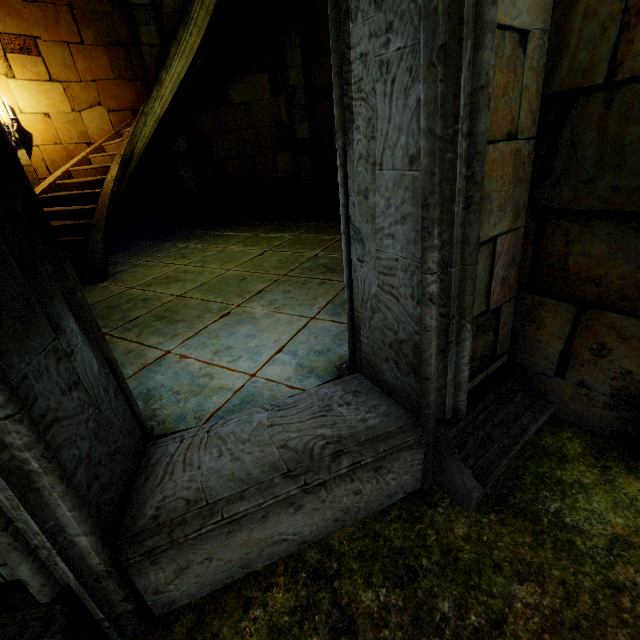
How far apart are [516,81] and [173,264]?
6.0m
